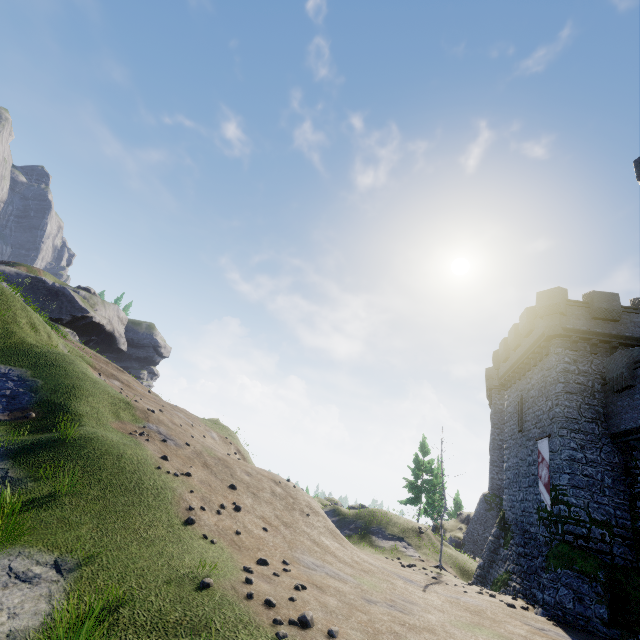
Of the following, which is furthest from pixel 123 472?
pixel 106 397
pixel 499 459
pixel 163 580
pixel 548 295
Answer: pixel 499 459

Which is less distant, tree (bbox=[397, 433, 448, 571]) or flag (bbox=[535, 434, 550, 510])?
flag (bbox=[535, 434, 550, 510])

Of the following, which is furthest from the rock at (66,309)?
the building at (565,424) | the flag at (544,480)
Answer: the flag at (544,480)

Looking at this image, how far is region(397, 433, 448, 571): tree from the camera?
21.7m

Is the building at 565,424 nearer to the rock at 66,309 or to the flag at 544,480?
the flag at 544,480

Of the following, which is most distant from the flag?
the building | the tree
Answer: the tree

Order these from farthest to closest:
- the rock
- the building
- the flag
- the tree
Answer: the rock
the tree
the flag
the building

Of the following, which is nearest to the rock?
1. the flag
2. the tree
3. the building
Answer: the tree
